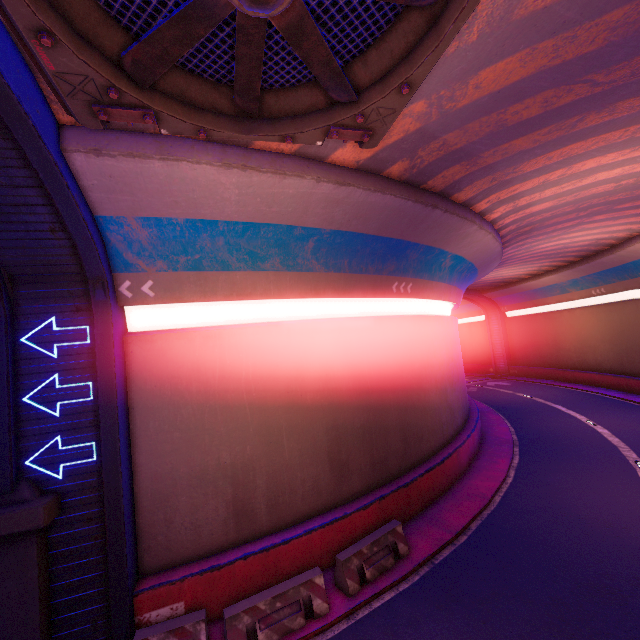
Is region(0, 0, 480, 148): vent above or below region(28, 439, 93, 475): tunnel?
above

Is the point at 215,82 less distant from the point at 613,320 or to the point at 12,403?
the point at 12,403

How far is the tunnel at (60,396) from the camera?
7.6m

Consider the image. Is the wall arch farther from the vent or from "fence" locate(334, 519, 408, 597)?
"fence" locate(334, 519, 408, 597)

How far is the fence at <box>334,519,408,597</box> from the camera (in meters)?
8.69

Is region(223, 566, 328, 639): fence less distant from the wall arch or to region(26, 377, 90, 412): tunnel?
region(26, 377, 90, 412): tunnel

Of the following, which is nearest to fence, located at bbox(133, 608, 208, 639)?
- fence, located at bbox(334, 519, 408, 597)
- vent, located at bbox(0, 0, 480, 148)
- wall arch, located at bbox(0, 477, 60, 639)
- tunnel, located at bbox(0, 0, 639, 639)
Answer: tunnel, located at bbox(0, 0, 639, 639)
